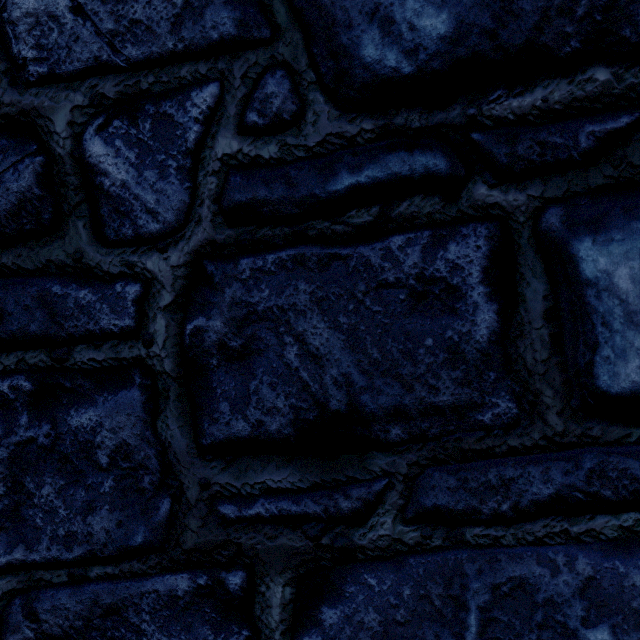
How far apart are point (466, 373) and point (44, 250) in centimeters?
115cm
